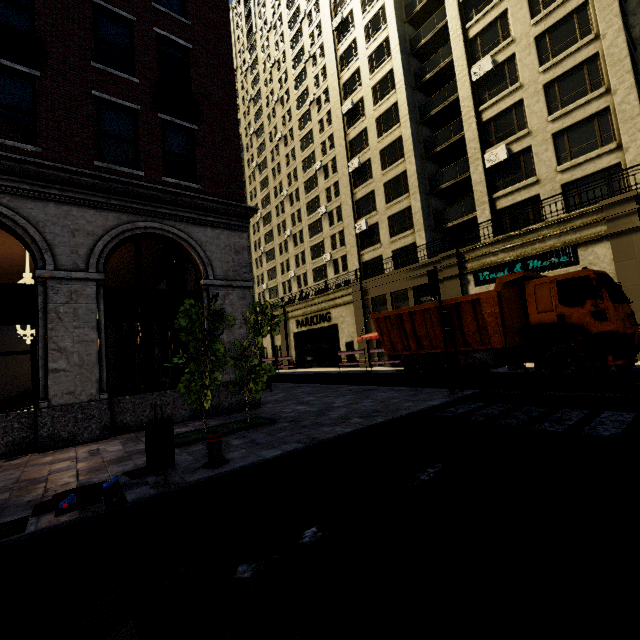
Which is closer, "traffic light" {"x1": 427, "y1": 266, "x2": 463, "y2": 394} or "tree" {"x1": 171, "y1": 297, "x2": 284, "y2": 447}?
"tree" {"x1": 171, "y1": 297, "x2": 284, "y2": 447}

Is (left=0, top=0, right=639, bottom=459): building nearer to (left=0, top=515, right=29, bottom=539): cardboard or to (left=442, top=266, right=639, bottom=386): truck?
(left=0, top=515, right=29, bottom=539): cardboard

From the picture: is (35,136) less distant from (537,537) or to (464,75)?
(537,537)

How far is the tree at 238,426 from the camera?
7.09m

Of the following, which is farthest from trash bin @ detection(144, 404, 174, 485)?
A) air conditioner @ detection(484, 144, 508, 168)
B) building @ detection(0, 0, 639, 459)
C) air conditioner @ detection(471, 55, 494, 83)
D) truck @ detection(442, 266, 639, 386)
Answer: air conditioner @ detection(471, 55, 494, 83)

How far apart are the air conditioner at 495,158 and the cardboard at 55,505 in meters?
24.0 m

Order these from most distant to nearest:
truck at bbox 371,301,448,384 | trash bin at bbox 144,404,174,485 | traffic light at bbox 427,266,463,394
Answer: truck at bbox 371,301,448,384 < traffic light at bbox 427,266,463,394 < trash bin at bbox 144,404,174,485

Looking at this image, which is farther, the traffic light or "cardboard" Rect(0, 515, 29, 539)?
the traffic light
